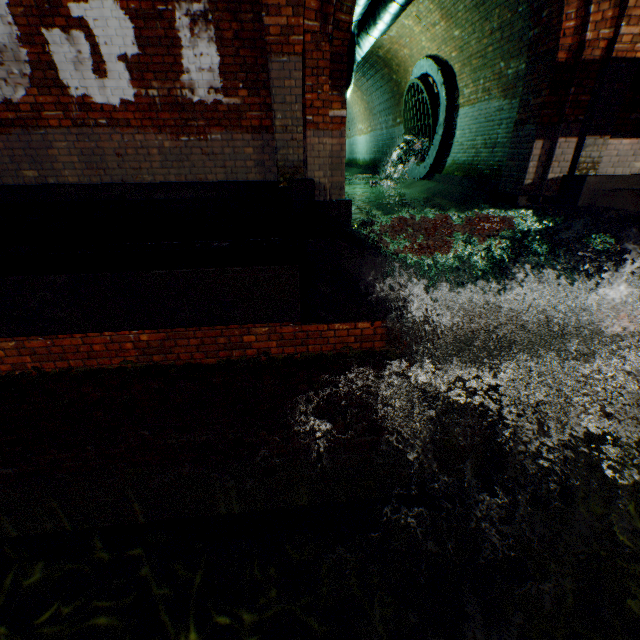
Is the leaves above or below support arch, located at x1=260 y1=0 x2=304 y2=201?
below

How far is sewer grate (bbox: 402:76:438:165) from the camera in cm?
936

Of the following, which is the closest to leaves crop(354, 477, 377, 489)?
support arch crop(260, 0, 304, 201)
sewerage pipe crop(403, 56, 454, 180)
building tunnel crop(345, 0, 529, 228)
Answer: support arch crop(260, 0, 304, 201)

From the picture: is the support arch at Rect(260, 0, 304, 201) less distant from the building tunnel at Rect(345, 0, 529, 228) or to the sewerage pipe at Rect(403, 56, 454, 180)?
the building tunnel at Rect(345, 0, 529, 228)

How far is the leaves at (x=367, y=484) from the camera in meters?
2.4 m

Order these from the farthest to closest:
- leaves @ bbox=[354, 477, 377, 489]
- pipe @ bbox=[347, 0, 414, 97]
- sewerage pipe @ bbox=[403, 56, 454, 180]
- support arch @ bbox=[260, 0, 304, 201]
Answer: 1. sewerage pipe @ bbox=[403, 56, 454, 180]
2. pipe @ bbox=[347, 0, 414, 97]
3. support arch @ bbox=[260, 0, 304, 201]
4. leaves @ bbox=[354, 477, 377, 489]

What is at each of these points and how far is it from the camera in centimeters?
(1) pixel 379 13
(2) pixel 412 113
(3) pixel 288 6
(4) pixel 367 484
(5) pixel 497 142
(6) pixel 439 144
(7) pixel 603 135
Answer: (1) pipe, 702cm
(2) sewer grate, 1077cm
(3) support arch, 405cm
(4) leaves, 247cm
(5) building tunnel, 731cm
(6) sewerage pipe, 945cm
(7) support arch, 520cm

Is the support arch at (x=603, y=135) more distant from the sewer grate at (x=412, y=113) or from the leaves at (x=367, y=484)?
the leaves at (x=367, y=484)
